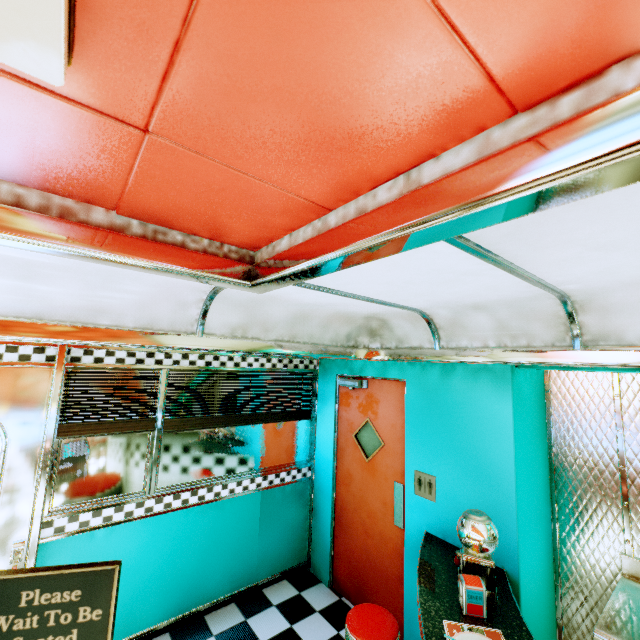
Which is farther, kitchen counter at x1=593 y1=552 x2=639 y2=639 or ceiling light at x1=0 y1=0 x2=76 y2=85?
kitchen counter at x1=593 y1=552 x2=639 y2=639

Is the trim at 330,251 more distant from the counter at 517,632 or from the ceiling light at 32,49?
the counter at 517,632

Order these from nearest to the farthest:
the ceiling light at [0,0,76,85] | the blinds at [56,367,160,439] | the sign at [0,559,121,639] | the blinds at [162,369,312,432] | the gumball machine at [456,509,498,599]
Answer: the ceiling light at [0,0,76,85], the sign at [0,559,121,639], the gumball machine at [456,509,498,599], the blinds at [56,367,160,439], the blinds at [162,369,312,432]

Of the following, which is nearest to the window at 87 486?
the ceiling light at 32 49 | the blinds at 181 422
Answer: the blinds at 181 422

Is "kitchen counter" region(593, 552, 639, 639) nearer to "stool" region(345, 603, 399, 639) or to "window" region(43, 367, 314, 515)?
"stool" region(345, 603, 399, 639)

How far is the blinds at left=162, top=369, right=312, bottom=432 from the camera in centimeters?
327cm

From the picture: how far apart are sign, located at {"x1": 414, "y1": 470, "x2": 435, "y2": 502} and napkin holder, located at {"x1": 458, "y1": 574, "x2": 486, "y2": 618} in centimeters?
84cm

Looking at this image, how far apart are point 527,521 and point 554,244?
2.34m
